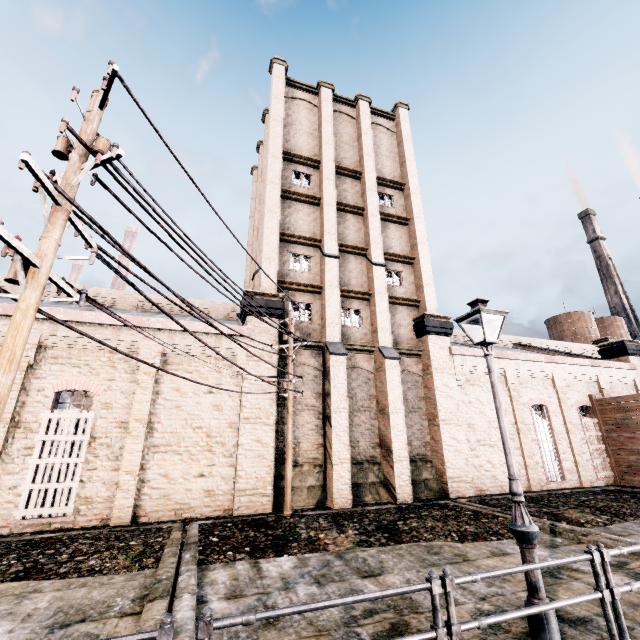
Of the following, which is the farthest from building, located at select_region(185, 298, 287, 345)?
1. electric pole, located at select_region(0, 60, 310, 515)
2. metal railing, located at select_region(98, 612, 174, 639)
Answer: metal railing, located at select_region(98, 612, 174, 639)

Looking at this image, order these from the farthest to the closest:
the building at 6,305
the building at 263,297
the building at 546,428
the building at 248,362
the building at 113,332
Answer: the building at 546,428 < the building at 263,297 < the building at 248,362 < the building at 113,332 < the building at 6,305

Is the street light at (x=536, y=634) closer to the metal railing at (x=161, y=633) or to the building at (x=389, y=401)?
the metal railing at (x=161, y=633)

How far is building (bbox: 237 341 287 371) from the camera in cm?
1578

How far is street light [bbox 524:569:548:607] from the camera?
5.1m

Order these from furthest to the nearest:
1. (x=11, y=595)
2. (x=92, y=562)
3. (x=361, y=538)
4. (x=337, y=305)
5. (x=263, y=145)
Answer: (x=263, y=145)
(x=337, y=305)
(x=361, y=538)
(x=92, y=562)
(x=11, y=595)

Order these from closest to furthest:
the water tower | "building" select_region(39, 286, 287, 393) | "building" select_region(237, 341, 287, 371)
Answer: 1. "building" select_region(39, 286, 287, 393)
2. "building" select_region(237, 341, 287, 371)
3. the water tower
